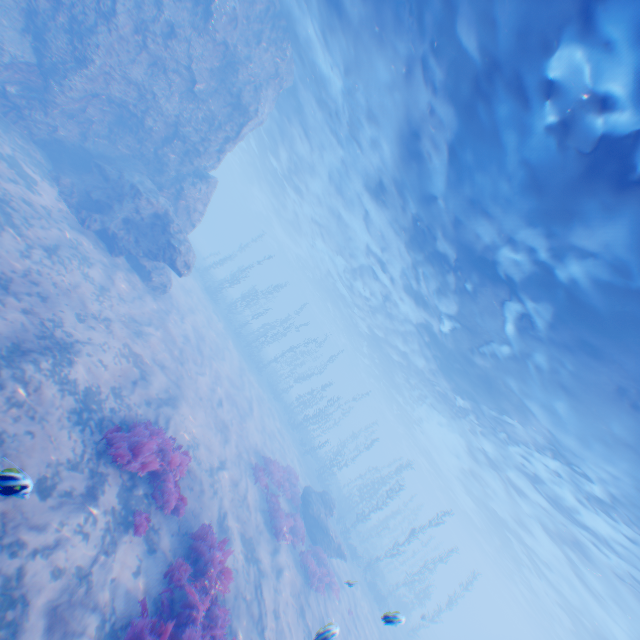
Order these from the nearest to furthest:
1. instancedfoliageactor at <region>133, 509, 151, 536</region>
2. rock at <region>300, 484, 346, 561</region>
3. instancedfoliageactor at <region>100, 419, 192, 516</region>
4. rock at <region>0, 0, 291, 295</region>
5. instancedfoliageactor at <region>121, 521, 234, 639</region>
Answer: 1. instancedfoliageactor at <region>121, 521, 234, 639</region>
2. instancedfoliageactor at <region>133, 509, 151, 536</region>
3. instancedfoliageactor at <region>100, 419, 192, 516</region>
4. rock at <region>0, 0, 291, 295</region>
5. rock at <region>300, 484, 346, 561</region>

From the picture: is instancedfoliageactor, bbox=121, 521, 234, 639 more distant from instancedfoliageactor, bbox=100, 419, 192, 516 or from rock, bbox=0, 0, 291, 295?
rock, bbox=0, 0, 291, 295

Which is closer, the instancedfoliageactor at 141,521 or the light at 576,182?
the instancedfoliageactor at 141,521

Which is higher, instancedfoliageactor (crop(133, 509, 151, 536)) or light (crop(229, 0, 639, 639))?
light (crop(229, 0, 639, 639))

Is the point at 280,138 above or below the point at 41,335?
above

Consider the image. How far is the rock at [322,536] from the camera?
17.4m

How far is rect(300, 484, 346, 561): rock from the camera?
17.44m

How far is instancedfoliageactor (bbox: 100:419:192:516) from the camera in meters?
7.2 m
